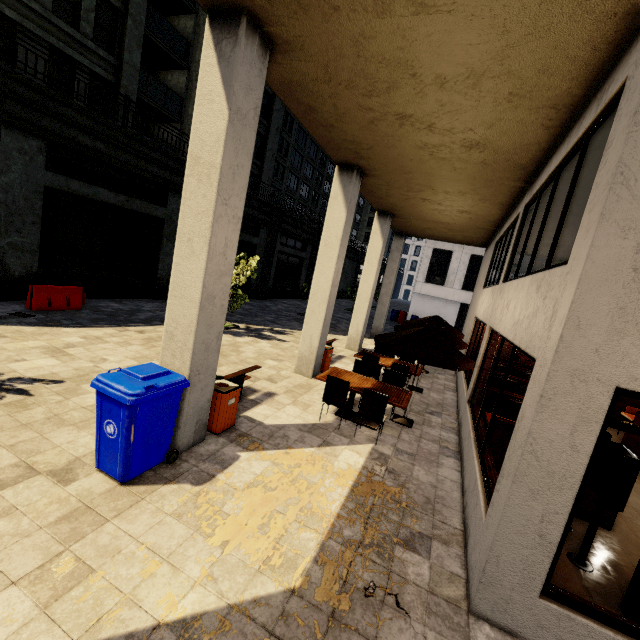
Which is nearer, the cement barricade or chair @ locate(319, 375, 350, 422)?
chair @ locate(319, 375, 350, 422)

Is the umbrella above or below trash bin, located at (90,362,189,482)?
above

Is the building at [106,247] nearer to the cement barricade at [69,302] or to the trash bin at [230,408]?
the trash bin at [230,408]

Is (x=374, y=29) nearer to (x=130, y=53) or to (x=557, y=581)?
(x=557, y=581)

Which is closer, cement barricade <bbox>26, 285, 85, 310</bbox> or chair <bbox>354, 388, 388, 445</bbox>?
chair <bbox>354, 388, 388, 445</bbox>

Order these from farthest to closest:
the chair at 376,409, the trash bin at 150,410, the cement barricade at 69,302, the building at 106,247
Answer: the cement barricade at 69,302
the chair at 376,409
the trash bin at 150,410
the building at 106,247

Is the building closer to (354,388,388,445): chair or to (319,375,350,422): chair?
(354,388,388,445): chair

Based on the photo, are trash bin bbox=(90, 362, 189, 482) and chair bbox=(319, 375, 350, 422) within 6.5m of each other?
yes
